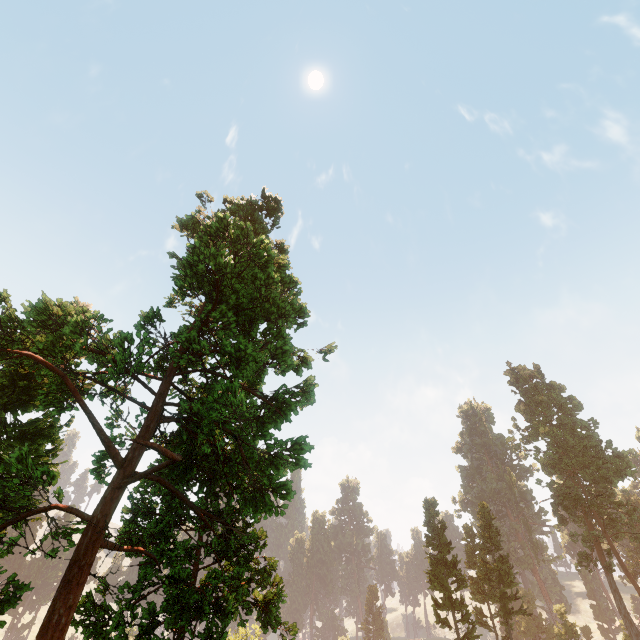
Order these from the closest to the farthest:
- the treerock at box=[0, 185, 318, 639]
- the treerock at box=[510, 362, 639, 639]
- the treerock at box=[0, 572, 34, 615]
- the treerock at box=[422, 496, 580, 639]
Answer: the treerock at box=[0, 572, 34, 615], the treerock at box=[0, 185, 318, 639], the treerock at box=[422, 496, 580, 639], the treerock at box=[510, 362, 639, 639]

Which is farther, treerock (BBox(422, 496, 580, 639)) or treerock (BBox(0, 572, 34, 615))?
treerock (BBox(422, 496, 580, 639))

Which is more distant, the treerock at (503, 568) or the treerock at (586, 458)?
the treerock at (586, 458)

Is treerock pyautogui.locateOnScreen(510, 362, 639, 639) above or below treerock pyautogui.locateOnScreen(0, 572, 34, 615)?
above

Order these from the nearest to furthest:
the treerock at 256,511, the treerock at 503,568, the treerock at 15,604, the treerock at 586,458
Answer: the treerock at 15,604, the treerock at 256,511, the treerock at 503,568, the treerock at 586,458

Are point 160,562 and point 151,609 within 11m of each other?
yes
